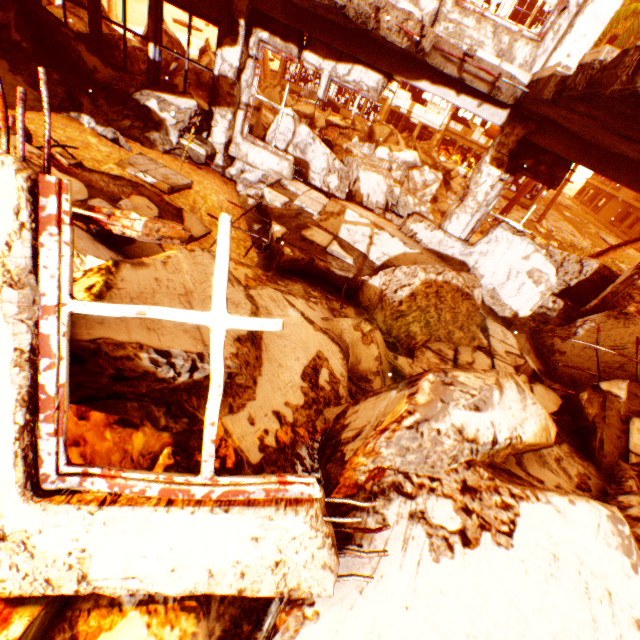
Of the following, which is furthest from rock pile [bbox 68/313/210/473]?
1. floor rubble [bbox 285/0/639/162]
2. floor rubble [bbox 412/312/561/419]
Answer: floor rubble [bbox 285/0/639/162]

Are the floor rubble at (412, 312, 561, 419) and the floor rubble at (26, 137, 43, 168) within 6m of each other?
yes

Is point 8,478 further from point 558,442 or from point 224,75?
point 224,75

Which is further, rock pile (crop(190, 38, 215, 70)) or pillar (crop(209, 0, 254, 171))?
rock pile (crop(190, 38, 215, 70))

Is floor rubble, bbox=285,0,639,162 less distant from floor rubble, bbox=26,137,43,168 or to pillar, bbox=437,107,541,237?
pillar, bbox=437,107,541,237

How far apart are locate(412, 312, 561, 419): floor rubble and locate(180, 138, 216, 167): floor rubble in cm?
552

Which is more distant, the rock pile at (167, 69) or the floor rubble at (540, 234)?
the floor rubble at (540, 234)

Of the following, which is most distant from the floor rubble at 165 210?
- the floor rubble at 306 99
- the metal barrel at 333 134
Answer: the floor rubble at 306 99
